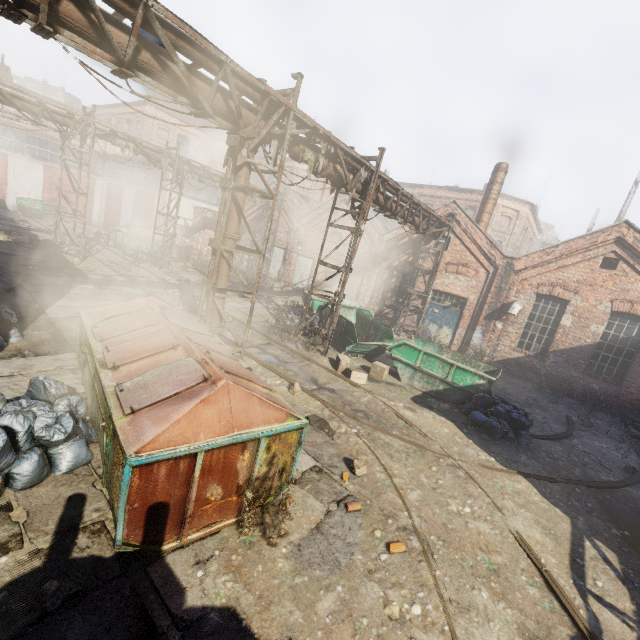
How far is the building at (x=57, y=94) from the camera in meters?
55.9

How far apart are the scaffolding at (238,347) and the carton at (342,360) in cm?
340

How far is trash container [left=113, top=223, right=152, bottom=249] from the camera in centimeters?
2186cm

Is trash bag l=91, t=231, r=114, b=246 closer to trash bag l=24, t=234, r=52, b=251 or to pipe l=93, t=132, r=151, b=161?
trash bag l=24, t=234, r=52, b=251

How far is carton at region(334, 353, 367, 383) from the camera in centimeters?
998cm

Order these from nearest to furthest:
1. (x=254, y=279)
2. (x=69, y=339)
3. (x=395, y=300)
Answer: (x=69, y=339) < (x=395, y=300) < (x=254, y=279)

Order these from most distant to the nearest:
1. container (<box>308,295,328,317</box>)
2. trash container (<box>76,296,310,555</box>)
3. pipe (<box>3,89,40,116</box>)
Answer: container (<box>308,295,328,317</box>)
pipe (<box>3,89,40,116</box>)
trash container (<box>76,296,310,555</box>)

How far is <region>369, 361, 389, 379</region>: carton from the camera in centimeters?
1075cm
